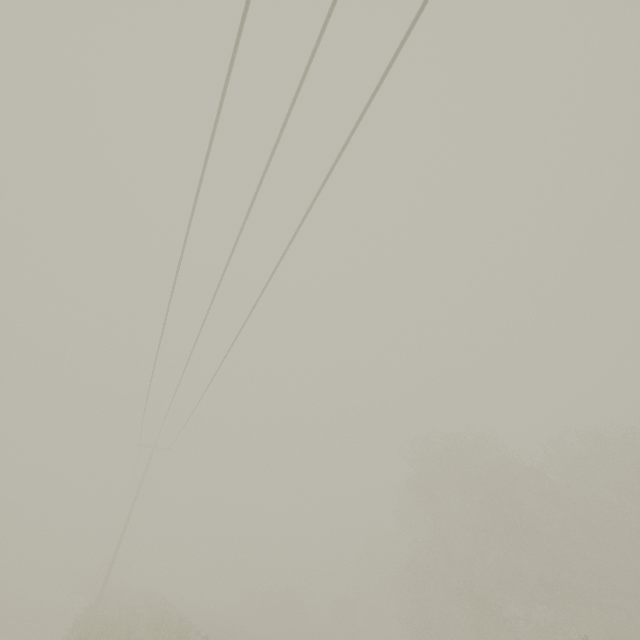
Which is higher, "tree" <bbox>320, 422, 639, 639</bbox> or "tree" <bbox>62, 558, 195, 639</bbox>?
"tree" <bbox>320, 422, 639, 639</bbox>

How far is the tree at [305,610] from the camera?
38.8m

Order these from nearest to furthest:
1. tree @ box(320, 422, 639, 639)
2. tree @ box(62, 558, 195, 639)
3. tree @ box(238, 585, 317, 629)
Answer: tree @ box(62, 558, 195, 639) → tree @ box(320, 422, 639, 639) → tree @ box(238, 585, 317, 629)

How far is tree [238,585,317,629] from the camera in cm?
3884

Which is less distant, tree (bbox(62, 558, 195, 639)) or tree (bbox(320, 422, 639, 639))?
tree (bbox(62, 558, 195, 639))

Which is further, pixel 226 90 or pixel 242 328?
pixel 242 328

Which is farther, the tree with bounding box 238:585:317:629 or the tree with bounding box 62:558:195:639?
the tree with bounding box 238:585:317:629

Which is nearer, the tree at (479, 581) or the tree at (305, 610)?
the tree at (479, 581)
